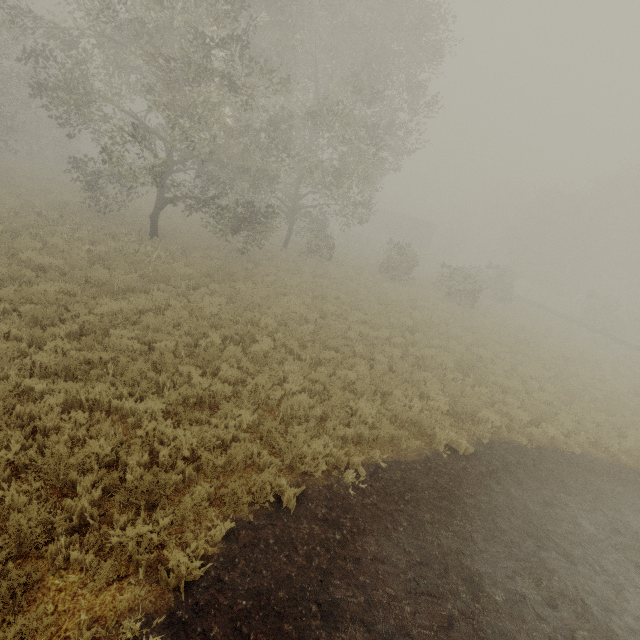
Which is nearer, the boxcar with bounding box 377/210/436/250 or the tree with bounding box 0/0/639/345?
the tree with bounding box 0/0/639/345

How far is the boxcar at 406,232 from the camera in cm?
4934

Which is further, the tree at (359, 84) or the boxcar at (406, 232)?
the boxcar at (406, 232)

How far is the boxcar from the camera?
49.3 meters

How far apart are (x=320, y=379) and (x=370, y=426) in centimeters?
182cm
